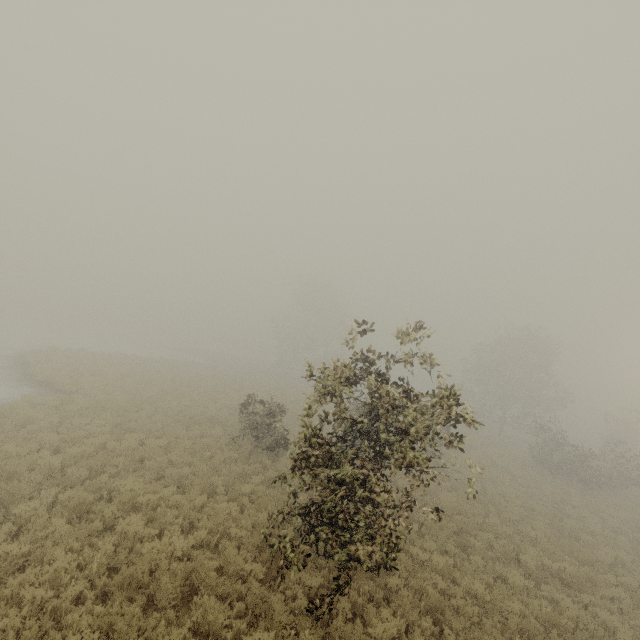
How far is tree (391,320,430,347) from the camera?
6.5m

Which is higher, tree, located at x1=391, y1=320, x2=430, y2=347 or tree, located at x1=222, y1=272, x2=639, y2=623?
tree, located at x1=391, y1=320, x2=430, y2=347

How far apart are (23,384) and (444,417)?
23.9m

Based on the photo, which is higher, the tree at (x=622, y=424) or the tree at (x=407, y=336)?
the tree at (x=407, y=336)

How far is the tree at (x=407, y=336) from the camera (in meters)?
6.48
